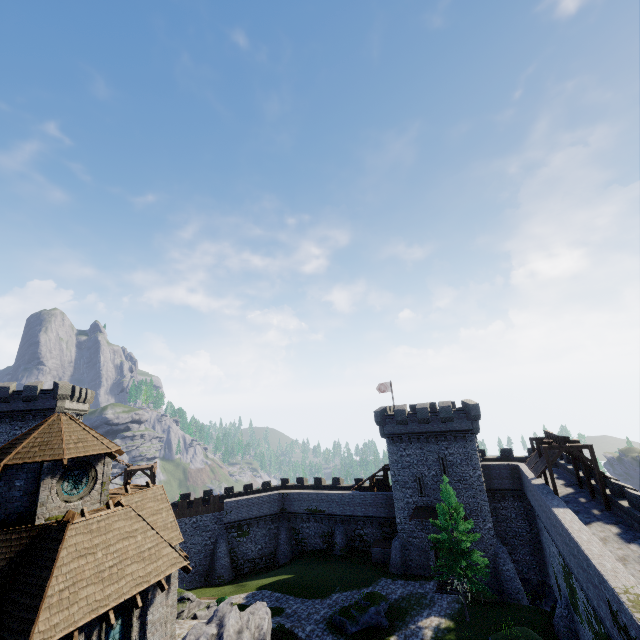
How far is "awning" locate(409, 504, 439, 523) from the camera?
34.6m

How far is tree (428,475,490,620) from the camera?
25.6m

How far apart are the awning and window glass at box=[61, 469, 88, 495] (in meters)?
31.38

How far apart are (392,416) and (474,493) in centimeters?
1124cm

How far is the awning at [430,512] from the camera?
34.6m

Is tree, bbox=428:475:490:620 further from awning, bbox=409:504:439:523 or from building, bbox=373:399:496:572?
building, bbox=373:399:496:572

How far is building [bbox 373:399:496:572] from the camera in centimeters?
3372cm

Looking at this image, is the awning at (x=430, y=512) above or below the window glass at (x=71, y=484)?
below
